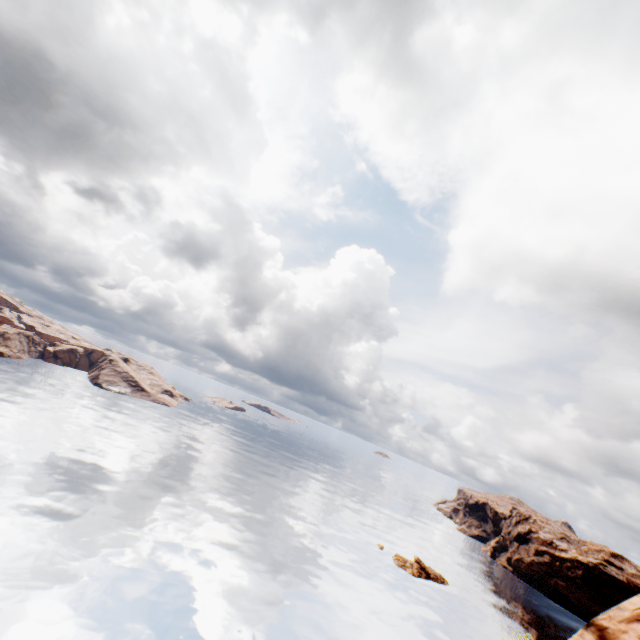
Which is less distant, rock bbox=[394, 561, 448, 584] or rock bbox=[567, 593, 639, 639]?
rock bbox=[567, 593, 639, 639]

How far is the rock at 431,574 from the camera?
57.8m

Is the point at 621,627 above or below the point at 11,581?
above

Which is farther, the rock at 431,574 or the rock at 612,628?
the rock at 431,574

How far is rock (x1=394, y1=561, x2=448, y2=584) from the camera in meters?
57.8

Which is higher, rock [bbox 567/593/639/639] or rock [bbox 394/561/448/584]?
rock [bbox 567/593/639/639]
